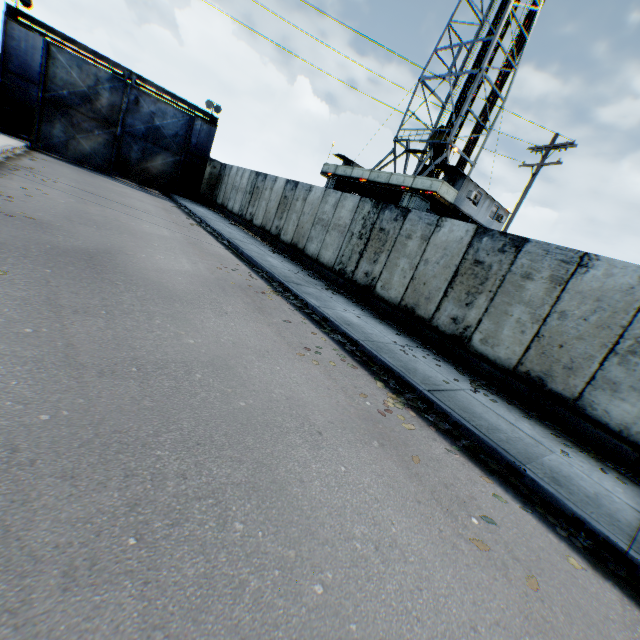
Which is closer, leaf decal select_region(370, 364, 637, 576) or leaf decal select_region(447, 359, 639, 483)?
leaf decal select_region(370, 364, 637, 576)

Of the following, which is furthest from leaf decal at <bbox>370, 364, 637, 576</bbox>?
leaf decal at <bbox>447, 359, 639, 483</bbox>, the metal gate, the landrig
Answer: the metal gate

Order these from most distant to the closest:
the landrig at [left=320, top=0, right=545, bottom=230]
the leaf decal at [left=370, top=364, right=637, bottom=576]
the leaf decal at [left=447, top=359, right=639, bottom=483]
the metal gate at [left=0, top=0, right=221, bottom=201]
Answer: the landrig at [left=320, top=0, right=545, bottom=230] → the metal gate at [left=0, top=0, right=221, bottom=201] → the leaf decal at [left=447, top=359, right=639, bottom=483] → the leaf decal at [left=370, top=364, right=637, bottom=576]

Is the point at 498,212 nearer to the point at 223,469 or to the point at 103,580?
the point at 223,469

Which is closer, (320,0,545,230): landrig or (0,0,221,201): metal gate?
(0,0,221,201): metal gate

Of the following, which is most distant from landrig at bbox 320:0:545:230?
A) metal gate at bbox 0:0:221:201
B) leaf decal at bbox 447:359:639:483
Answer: leaf decal at bbox 447:359:639:483

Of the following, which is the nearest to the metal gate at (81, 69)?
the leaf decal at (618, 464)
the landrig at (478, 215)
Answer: the landrig at (478, 215)

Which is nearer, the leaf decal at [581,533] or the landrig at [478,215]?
the leaf decal at [581,533]
